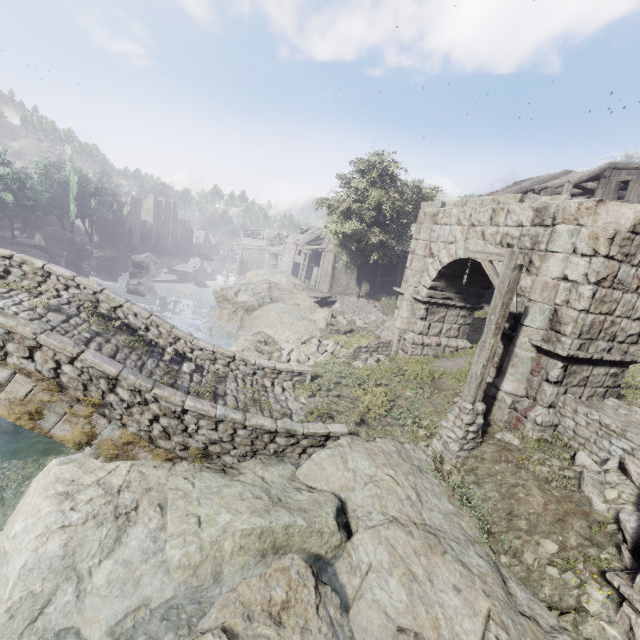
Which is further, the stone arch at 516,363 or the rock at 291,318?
the rock at 291,318

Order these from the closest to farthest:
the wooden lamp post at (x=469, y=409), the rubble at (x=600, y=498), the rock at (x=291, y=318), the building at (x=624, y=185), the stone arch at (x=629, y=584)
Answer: the stone arch at (x=629, y=584) → the rubble at (x=600, y=498) → the wooden lamp post at (x=469, y=409) → the rock at (x=291, y=318) → the building at (x=624, y=185)

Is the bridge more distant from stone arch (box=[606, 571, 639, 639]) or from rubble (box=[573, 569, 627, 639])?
rubble (box=[573, 569, 627, 639])

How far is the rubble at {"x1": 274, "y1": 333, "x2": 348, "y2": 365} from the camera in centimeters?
1412cm

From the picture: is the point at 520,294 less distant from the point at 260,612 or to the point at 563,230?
the point at 563,230

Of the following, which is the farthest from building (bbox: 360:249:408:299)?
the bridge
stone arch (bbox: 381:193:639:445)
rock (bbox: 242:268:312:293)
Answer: the bridge

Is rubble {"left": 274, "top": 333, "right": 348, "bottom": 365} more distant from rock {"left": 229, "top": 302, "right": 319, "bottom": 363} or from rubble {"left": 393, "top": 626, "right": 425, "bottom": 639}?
rubble {"left": 393, "top": 626, "right": 425, "bottom": 639}

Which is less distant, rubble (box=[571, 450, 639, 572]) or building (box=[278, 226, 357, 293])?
rubble (box=[571, 450, 639, 572])
